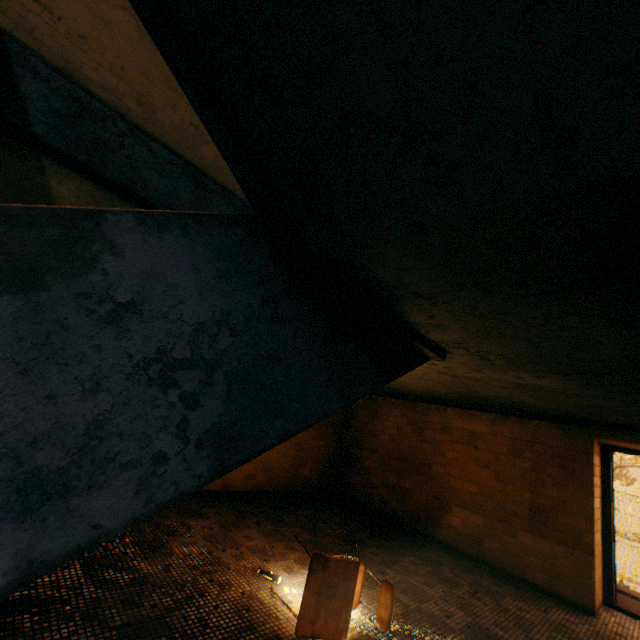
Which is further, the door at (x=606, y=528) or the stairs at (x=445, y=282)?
the door at (x=606, y=528)

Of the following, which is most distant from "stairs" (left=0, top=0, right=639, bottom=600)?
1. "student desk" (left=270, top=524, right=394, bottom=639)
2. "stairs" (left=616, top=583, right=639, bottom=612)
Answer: "stairs" (left=616, top=583, right=639, bottom=612)

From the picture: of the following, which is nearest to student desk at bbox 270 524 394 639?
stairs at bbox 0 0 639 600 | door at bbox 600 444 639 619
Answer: stairs at bbox 0 0 639 600

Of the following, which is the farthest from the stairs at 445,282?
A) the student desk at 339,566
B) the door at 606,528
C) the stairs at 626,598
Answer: the stairs at 626,598

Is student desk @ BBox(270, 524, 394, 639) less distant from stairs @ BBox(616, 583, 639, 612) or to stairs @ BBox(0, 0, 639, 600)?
stairs @ BBox(0, 0, 639, 600)

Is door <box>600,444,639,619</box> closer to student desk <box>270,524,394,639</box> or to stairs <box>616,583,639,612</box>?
stairs <box>616,583,639,612</box>

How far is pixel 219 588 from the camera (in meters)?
2.85

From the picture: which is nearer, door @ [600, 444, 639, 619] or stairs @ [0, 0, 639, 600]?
stairs @ [0, 0, 639, 600]
